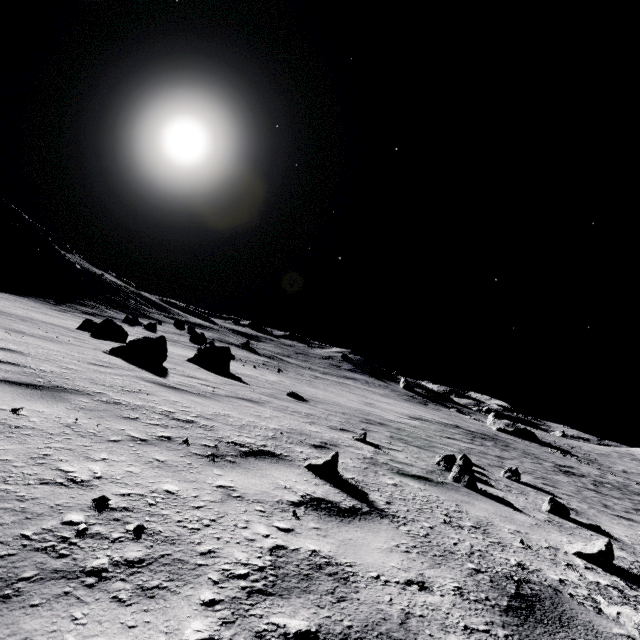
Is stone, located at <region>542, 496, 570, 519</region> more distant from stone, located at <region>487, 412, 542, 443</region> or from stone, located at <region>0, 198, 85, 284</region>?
stone, located at <region>0, 198, 85, 284</region>

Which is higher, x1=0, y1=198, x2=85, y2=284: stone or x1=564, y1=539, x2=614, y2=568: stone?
x1=0, y1=198, x2=85, y2=284: stone

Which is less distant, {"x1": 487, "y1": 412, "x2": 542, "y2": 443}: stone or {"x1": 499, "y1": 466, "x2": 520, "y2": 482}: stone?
{"x1": 499, "y1": 466, "x2": 520, "y2": 482}: stone

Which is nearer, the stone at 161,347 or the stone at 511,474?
the stone at 511,474

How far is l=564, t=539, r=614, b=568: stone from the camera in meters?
2.7

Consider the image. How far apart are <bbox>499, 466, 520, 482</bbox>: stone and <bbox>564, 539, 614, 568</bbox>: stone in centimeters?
454cm

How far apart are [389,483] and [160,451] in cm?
229

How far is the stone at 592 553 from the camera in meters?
2.7
